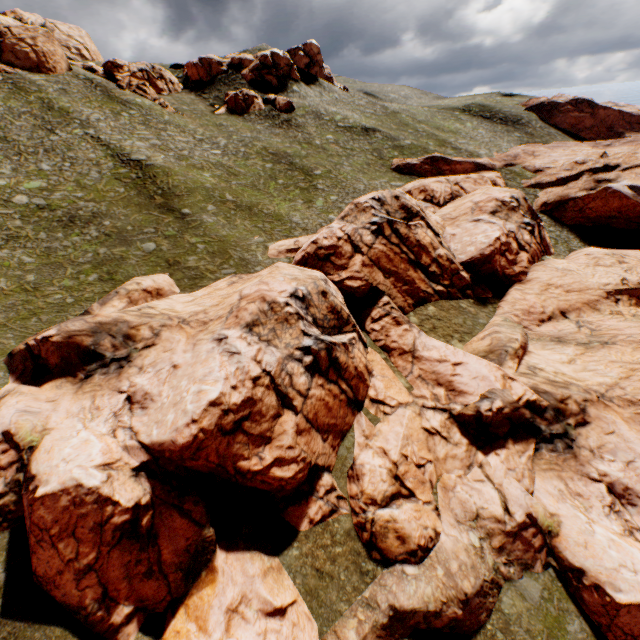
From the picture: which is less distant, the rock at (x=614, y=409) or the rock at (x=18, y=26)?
the rock at (x=614, y=409)

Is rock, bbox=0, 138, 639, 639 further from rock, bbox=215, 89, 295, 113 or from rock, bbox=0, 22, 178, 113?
rock, bbox=0, 22, 178, 113

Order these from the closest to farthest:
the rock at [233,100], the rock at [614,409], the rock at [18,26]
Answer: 1. the rock at [614,409]
2. the rock at [18,26]
3. the rock at [233,100]

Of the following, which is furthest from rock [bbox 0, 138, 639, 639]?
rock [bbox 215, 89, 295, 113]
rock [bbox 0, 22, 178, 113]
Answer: rock [bbox 0, 22, 178, 113]

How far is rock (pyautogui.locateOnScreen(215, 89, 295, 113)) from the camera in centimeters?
5806cm

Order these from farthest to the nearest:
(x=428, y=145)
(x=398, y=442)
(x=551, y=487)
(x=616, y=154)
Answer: (x=428, y=145)
(x=616, y=154)
(x=398, y=442)
(x=551, y=487)

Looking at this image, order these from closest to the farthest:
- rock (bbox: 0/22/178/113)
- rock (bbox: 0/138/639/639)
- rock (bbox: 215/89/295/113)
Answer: rock (bbox: 0/138/639/639), rock (bbox: 0/22/178/113), rock (bbox: 215/89/295/113)
